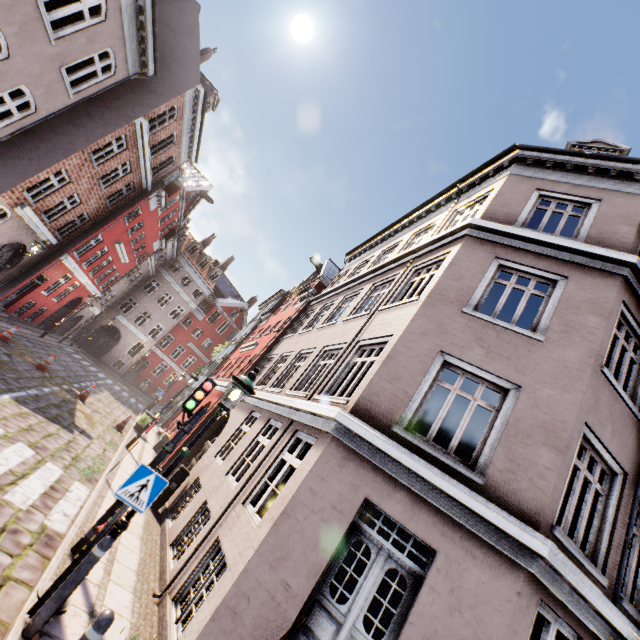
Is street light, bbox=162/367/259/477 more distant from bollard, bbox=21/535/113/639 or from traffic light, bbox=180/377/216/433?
traffic light, bbox=180/377/216/433

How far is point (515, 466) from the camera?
4.98m

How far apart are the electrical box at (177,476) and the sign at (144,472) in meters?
6.0 m

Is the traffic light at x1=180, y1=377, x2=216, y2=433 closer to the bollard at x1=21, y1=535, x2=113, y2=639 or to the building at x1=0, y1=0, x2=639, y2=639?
the building at x1=0, y1=0, x2=639, y2=639

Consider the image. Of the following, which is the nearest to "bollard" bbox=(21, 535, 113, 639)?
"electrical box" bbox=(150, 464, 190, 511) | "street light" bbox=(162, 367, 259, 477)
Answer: "street light" bbox=(162, 367, 259, 477)

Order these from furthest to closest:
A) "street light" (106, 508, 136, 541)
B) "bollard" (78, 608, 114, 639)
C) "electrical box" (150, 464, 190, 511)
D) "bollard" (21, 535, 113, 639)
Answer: "electrical box" (150, 464, 190, 511) < "street light" (106, 508, 136, 541) < "bollard" (21, 535, 113, 639) < "bollard" (78, 608, 114, 639)

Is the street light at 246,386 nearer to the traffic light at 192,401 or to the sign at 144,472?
the sign at 144,472

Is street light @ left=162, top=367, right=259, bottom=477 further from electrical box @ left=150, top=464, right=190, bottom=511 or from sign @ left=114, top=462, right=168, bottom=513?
electrical box @ left=150, top=464, right=190, bottom=511
